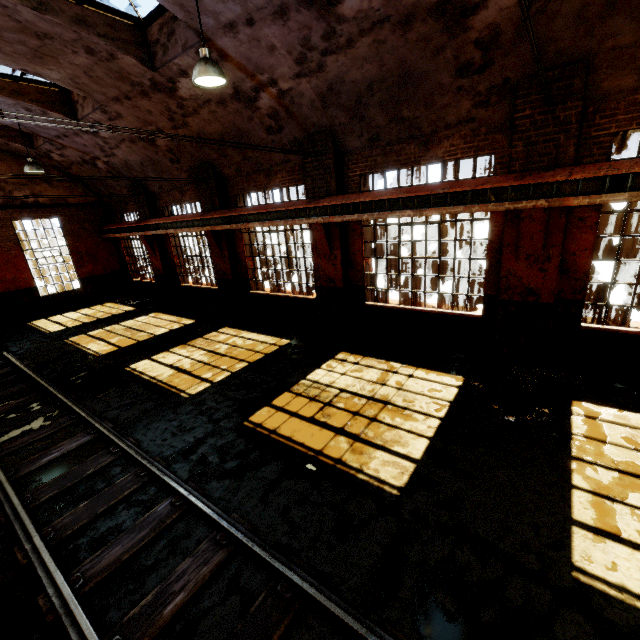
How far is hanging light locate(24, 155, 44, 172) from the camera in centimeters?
1085cm

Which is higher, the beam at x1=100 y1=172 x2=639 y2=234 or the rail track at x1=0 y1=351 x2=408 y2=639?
the beam at x1=100 y1=172 x2=639 y2=234

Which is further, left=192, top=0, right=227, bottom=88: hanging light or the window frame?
the window frame

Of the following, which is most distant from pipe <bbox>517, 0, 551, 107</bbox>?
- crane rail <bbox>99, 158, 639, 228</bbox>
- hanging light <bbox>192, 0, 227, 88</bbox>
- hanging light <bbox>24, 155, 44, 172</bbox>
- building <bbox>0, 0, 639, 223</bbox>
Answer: hanging light <bbox>24, 155, 44, 172</bbox>

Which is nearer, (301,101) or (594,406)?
(594,406)

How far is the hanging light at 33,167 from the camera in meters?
10.9

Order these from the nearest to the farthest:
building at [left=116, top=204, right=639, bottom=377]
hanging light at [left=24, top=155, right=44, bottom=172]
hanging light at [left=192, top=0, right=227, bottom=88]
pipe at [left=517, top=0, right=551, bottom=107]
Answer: pipe at [left=517, top=0, right=551, bottom=107] → hanging light at [left=192, top=0, right=227, bottom=88] → building at [left=116, top=204, right=639, bottom=377] → hanging light at [left=24, top=155, right=44, bottom=172]

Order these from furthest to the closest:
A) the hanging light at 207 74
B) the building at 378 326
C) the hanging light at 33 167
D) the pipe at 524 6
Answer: the hanging light at 33 167, the building at 378 326, the hanging light at 207 74, the pipe at 524 6
